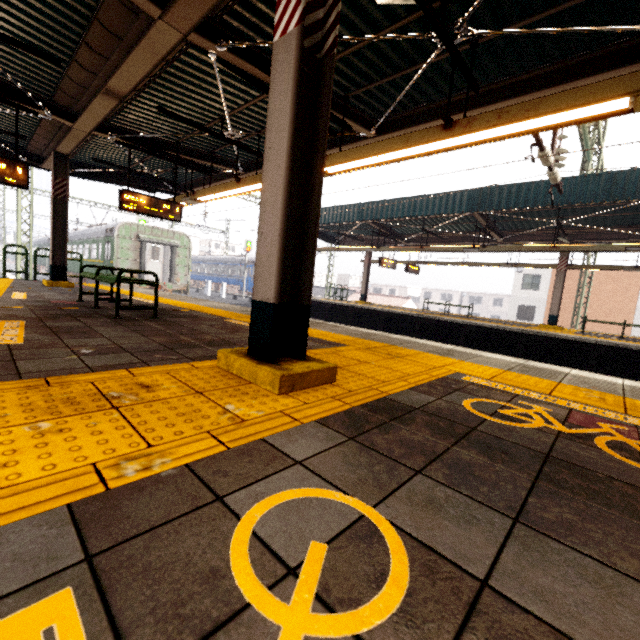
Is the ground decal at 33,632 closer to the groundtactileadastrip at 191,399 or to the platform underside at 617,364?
the groundtactileadastrip at 191,399

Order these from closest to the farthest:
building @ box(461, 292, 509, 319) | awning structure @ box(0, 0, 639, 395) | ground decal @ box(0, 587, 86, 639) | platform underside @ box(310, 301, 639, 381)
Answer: ground decal @ box(0, 587, 86, 639), awning structure @ box(0, 0, 639, 395), platform underside @ box(310, 301, 639, 381), building @ box(461, 292, 509, 319)

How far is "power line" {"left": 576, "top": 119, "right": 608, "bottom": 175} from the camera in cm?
1051

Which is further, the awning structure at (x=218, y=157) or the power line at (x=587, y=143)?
the power line at (x=587, y=143)

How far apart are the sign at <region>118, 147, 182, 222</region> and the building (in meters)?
57.81

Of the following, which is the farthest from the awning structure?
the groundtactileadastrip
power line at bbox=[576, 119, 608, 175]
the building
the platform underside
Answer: the building

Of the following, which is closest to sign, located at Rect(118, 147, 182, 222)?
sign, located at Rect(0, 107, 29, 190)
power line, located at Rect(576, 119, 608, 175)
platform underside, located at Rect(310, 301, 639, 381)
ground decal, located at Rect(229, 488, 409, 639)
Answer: sign, located at Rect(0, 107, 29, 190)

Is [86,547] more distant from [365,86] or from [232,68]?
[365,86]
